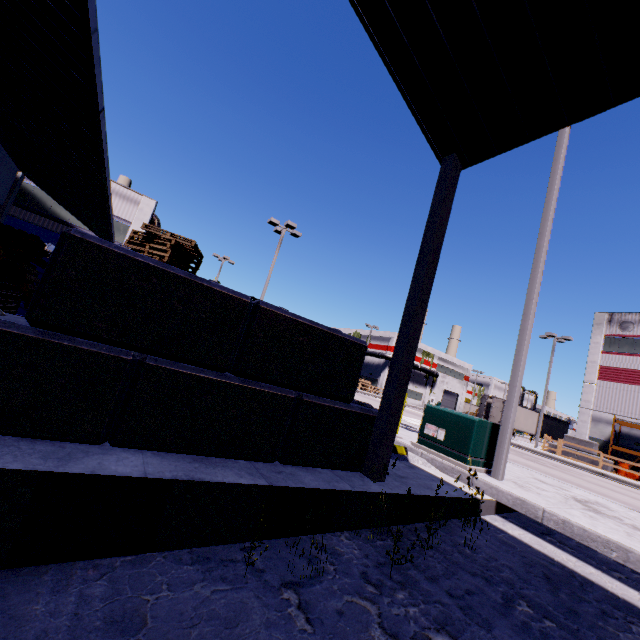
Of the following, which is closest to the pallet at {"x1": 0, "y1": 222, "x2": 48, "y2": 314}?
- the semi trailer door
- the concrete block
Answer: the concrete block

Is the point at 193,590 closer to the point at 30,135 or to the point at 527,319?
the point at 527,319

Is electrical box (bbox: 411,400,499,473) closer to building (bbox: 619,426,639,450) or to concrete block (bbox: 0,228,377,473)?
concrete block (bbox: 0,228,377,473)

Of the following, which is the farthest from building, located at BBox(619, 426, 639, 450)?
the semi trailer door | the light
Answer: the semi trailer door

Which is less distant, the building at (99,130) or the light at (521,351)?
the building at (99,130)

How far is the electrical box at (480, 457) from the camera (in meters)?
6.77

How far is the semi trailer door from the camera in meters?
34.1 m

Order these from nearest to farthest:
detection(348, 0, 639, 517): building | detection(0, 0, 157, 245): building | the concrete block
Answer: the concrete block → detection(348, 0, 639, 517): building → detection(0, 0, 157, 245): building
